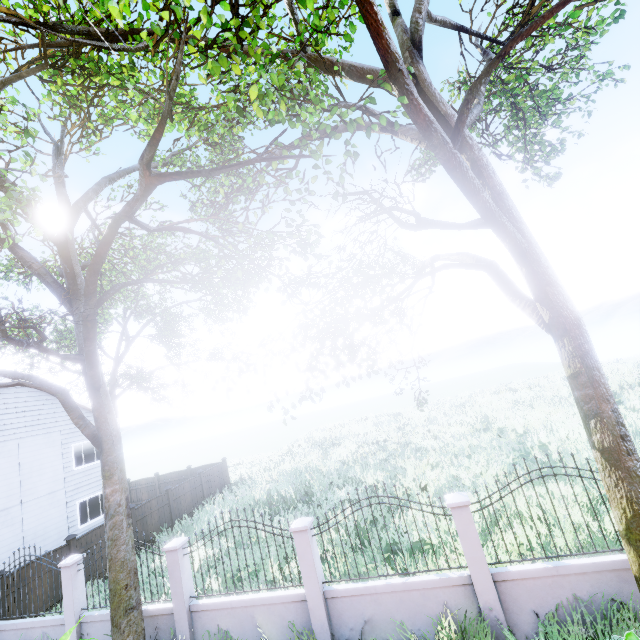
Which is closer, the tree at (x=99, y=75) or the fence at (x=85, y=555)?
the tree at (x=99, y=75)

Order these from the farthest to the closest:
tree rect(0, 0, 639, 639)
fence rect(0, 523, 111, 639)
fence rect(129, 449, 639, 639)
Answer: fence rect(0, 523, 111, 639), fence rect(129, 449, 639, 639), tree rect(0, 0, 639, 639)

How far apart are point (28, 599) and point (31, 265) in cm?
1043

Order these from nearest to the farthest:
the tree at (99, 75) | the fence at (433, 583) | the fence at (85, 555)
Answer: the tree at (99, 75)
the fence at (433, 583)
the fence at (85, 555)

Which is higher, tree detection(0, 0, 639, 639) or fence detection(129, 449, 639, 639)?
tree detection(0, 0, 639, 639)

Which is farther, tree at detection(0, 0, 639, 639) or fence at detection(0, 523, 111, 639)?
fence at detection(0, 523, 111, 639)
